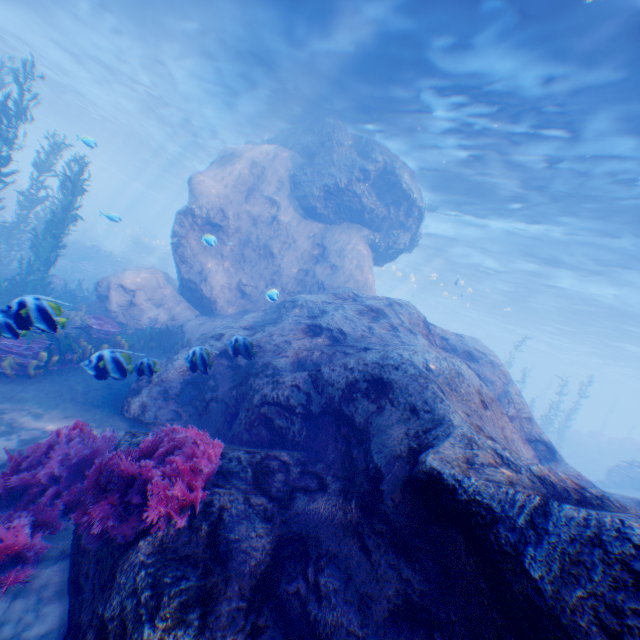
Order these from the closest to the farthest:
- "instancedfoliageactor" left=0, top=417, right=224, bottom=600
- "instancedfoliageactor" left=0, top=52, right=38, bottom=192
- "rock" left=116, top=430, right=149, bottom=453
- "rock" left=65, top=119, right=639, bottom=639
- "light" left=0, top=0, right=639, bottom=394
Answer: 1. "rock" left=65, top=119, right=639, bottom=639
2. "instancedfoliageactor" left=0, top=417, right=224, bottom=600
3. "rock" left=116, top=430, right=149, bottom=453
4. "light" left=0, top=0, right=639, bottom=394
5. "instancedfoliageactor" left=0, top=52, right=38, bottom=192

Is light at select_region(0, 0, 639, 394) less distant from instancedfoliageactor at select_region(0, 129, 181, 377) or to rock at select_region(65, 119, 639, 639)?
rock at select_region(65, 119, 639, 639)

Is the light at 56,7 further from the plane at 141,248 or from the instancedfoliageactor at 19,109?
the instancedfoliageactor at 19,109

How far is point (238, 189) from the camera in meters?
13.5 m

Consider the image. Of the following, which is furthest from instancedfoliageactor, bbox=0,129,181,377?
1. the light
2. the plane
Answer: the light

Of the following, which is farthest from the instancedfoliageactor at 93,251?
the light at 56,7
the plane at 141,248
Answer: the light at 56,7
